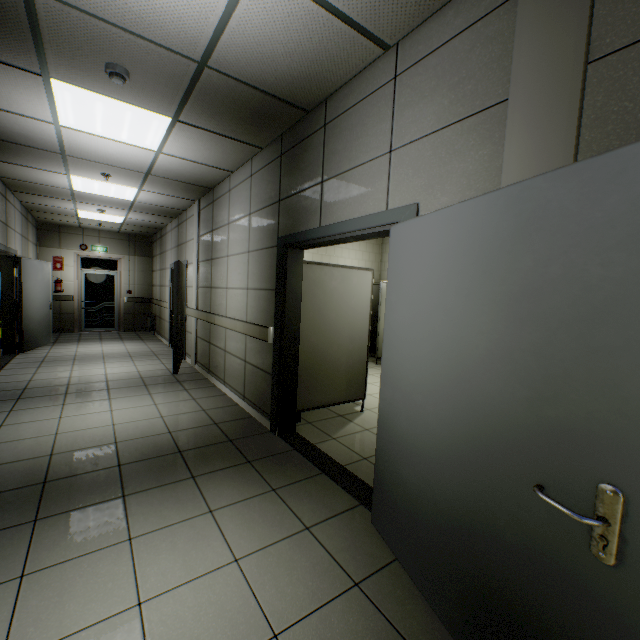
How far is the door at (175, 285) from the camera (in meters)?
5.68

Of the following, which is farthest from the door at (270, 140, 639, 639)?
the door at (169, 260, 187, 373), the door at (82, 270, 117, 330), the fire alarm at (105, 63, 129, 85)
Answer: the door at (82, 270, 117, 330)

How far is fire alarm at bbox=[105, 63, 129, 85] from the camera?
2.5 meters

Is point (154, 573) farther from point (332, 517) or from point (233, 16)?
point (233, 16)

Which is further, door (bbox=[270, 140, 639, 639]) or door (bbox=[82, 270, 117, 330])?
door (bbox=[82, 270, 117, 330])

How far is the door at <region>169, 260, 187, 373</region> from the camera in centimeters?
568cm

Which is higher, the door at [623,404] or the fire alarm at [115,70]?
the fire alarm at [115,70]

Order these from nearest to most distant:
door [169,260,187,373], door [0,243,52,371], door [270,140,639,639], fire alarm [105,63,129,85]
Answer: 1. door [270,140,639,639]
2. fire alarm [105,63,129,85]
3. door [169,260,187,373]
4. door [0,243,52,371]
